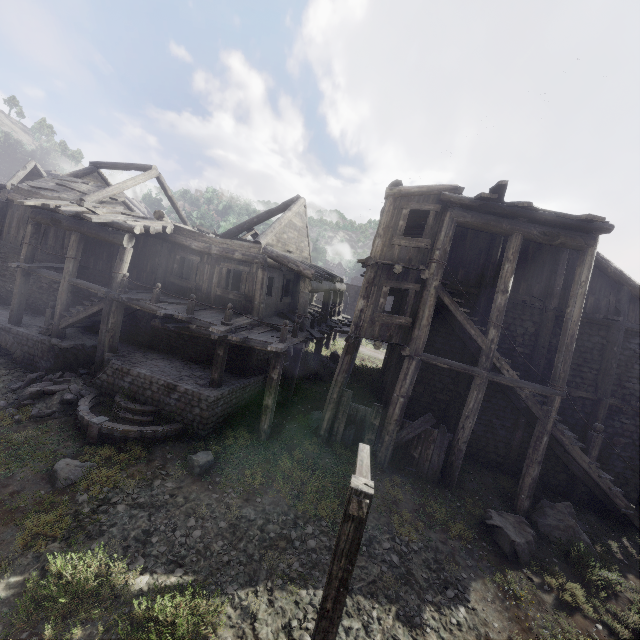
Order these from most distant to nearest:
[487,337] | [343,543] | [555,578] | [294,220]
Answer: [294,220], [487,337], [555,578], [343,543]

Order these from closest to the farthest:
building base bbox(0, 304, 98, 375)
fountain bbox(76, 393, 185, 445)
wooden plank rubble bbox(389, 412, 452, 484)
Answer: fountain bbox(76, 393, 185, 445) < wooden plank rubble bbox(389, 412, 452, 484) < building base bbox(0, 304, 98, 375)

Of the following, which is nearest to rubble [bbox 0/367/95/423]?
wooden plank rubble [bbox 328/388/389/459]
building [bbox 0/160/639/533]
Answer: building [bbox 0/160/639/533]

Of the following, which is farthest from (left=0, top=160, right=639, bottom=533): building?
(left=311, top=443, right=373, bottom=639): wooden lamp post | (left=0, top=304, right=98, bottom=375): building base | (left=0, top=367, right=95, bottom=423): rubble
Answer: (left=0, top=367, right=95, bottom=423): rubble

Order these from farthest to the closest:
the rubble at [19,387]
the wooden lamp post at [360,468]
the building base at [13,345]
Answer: the building base at [13,345] < the rubble at [19,387] < the wooden lamp post at [360,468]

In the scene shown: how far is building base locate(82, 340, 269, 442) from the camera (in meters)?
10.75

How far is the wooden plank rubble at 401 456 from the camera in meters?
11.1

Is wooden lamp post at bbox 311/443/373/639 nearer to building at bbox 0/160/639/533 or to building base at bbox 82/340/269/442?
building at bbox 0/160/639/533
